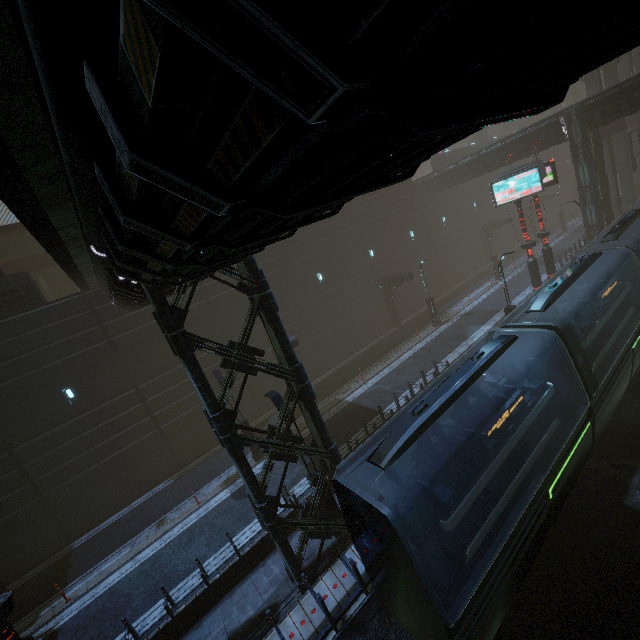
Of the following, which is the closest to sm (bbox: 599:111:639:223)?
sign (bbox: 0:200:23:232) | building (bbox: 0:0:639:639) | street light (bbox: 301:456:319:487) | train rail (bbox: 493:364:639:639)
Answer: building (bbox: 0:0:639:639)

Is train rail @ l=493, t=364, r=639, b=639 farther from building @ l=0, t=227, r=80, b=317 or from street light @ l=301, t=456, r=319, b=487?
street light @ l=301, t=456, r=319, b=487

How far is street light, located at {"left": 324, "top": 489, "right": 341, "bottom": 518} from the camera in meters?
11.2 m

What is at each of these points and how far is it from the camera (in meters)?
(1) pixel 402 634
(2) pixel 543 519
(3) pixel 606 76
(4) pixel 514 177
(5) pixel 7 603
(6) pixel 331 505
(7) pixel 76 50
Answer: (1) train rail, 8.84
(2) train, 8.51
(3) sm, 27.20
(4) sign, 19.03
(5) sign, 7.19
(6) street light, 11.33
(7) building, 1.98

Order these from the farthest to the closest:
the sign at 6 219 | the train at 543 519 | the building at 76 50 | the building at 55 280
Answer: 1. the sign at 6 219
2. the building at 55 280
3. the train at 543 519
4. the building at 76 50

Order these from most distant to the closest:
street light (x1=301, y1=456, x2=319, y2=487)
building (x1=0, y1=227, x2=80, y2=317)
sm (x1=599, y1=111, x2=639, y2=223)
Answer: sm (x1=599, y1=111, x2=639, y2=223) < building (x1=0, y1=227, x2=80, y2=317) < street light (x1=301, y1=456, x2=319, y2=487)

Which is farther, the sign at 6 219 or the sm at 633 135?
the sm at 633 135
